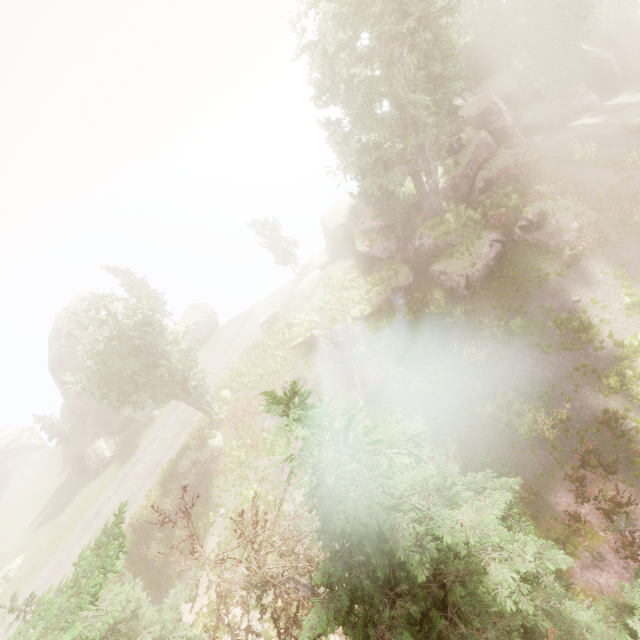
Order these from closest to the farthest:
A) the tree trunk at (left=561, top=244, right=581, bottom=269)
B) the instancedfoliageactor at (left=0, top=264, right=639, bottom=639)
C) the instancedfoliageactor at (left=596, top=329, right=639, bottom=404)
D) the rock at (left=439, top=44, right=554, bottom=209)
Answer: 1. the instancedfoliageactor at (left=0, top=264, right=639, bottom=639)
2. the instancedfoliageactor at (left=596, top=329, right=639, bottom=404)
3. the tree trunk at (left=561, top=244, right=581, bottom=269)
4. the rock at (left=439, top=44, right=554, bottom=209)

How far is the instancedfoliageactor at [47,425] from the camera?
36.59m

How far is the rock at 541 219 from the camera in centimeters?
2027cm

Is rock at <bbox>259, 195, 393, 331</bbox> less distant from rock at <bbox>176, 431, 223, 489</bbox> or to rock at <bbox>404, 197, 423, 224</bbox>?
rock at <bbox>404, 197, 423, 224</bbox>

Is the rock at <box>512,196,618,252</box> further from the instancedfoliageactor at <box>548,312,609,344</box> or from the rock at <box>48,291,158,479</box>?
the rock at <box>48,291,158,479</box>

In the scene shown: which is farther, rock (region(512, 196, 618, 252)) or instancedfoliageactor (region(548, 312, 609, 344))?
rock (region(512, 196, 618, 252))

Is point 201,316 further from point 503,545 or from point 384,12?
point 503,545

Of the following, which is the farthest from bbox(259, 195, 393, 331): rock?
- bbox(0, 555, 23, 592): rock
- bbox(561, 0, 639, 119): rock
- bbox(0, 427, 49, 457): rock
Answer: bbox(0, 427, 49, 457): rock
